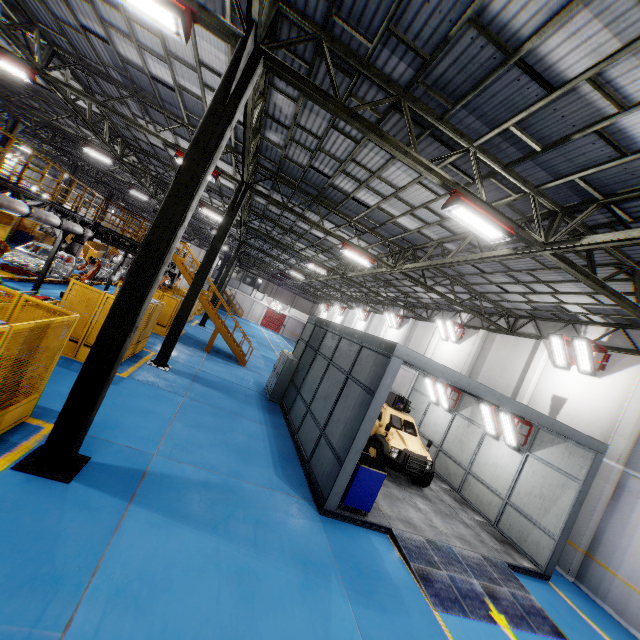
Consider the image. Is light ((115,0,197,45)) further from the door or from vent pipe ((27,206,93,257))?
the door

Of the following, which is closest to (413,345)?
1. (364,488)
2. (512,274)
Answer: (512,274)

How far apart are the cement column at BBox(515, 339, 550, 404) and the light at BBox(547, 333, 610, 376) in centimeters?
141cm

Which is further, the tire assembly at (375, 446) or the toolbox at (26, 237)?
the toolbox at (26, 237)

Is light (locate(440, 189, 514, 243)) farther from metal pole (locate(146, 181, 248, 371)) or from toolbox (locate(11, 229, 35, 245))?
toolbox (locate(11, 229, 35, 245))

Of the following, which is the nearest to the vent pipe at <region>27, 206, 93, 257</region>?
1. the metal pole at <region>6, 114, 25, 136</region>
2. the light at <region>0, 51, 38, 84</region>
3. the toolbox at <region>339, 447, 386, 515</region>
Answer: the light at <region>0, 51, 38, 84</region>

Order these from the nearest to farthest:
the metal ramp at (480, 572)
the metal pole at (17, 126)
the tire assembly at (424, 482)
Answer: the metal ramp at (480, 572) → the tire assembly at (424, 482) → the metal pole at (17, 126)

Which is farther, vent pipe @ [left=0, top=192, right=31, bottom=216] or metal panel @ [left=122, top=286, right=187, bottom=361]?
metal panel @ [left=122, top=286, right=187, bottom=361]
